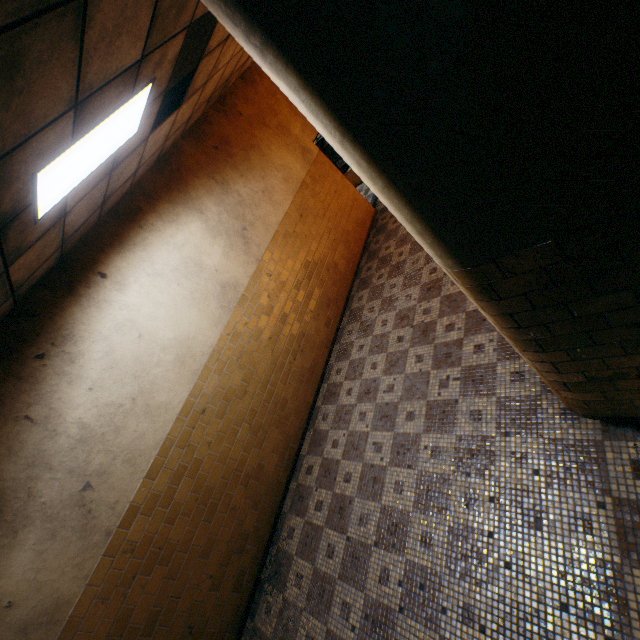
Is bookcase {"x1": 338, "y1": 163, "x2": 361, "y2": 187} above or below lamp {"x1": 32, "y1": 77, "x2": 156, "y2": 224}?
below

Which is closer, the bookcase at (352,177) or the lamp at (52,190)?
the lamp at (52,190)

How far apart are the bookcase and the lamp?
7.1 meters

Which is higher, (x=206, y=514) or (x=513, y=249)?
(x=513, y=249)

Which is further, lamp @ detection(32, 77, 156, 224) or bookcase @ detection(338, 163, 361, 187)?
bookcase @ detection(338, 163, 361, 187)

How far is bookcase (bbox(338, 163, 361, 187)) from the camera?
9.9m

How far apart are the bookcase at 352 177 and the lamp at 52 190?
7.08m

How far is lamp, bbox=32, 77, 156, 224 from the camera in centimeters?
212cm
